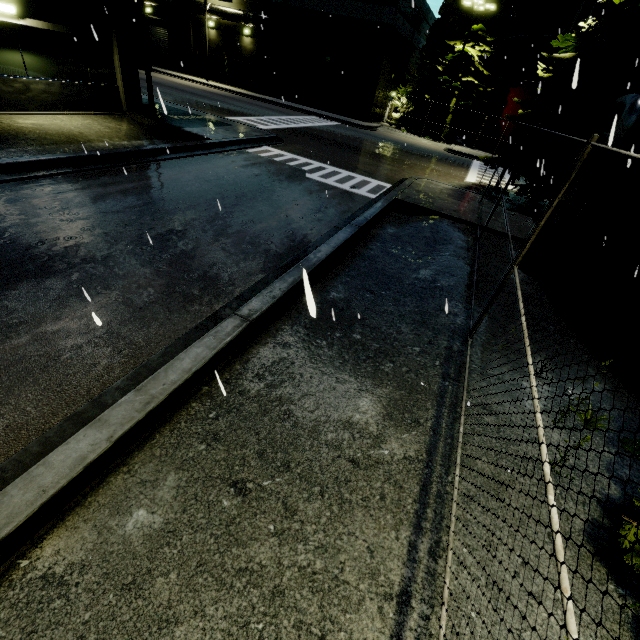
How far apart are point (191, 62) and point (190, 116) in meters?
28.7

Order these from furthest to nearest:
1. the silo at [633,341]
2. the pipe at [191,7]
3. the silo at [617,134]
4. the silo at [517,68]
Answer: the pipe at [191,7] → the silo at [517,68] → the silo at [617,134] → the silo at [633,341]

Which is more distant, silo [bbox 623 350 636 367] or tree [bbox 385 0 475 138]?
tree [bbox 385 0 475 138]

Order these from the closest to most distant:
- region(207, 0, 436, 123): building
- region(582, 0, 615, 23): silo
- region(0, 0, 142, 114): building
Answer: region(0, 0, 142, 114): building
region(582, 0, 615, 23): silo
region(207, 0, 436, 123): building

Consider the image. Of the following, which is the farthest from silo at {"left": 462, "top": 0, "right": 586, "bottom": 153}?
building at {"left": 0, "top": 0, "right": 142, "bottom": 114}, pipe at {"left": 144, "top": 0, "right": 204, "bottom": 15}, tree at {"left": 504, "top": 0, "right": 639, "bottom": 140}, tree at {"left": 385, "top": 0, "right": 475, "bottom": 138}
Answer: pipe at {"left": 144, "top": 0, "right": 204, "bottom": 15}

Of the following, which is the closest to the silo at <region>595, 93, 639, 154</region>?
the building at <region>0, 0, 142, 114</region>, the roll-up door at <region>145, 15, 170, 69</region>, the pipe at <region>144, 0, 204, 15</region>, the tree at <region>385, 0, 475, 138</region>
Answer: the building at <region>0, 0, 142, 114</region>

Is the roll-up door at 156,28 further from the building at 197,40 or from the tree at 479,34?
the tree at 479,34

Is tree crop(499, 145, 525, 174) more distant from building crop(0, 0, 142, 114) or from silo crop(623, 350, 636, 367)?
building crop(0, 0, 142, 114)
